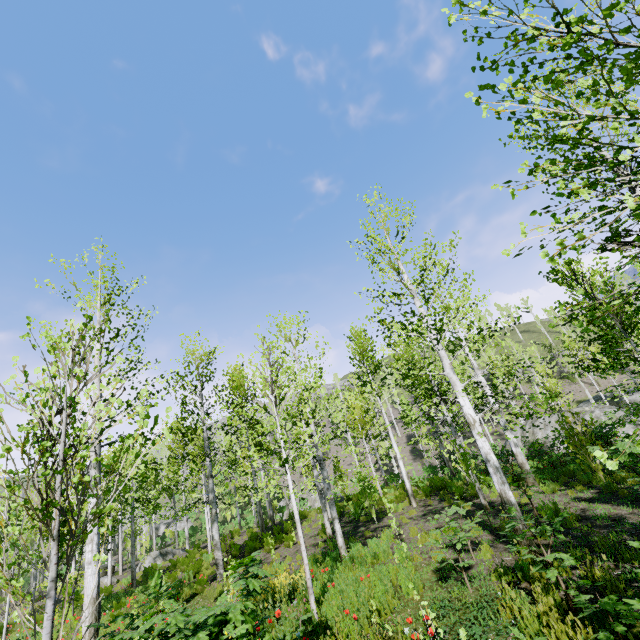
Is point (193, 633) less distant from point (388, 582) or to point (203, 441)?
point (388, 582)

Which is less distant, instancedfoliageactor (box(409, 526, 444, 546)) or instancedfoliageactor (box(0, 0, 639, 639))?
instancedfoliageactor (box(0, 0, 639, 639))

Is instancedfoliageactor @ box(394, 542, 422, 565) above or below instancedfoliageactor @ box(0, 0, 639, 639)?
below

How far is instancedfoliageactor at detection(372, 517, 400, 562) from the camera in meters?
8.4

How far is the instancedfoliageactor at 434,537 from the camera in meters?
5.9

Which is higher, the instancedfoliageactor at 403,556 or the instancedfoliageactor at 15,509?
the instancedfoliageactor at 15,509

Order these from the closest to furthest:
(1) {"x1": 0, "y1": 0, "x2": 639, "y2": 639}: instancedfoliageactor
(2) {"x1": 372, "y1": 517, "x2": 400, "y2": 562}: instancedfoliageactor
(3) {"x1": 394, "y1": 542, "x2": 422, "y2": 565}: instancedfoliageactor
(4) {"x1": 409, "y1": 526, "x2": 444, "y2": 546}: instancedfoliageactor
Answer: (1) {"x1": 0, "y1": 0, "x2": 639, "y2": 639}: instancedfoliageactor → (4) {"x1": 409, "y1": 526, "x2": 444, "y2": 546}: instancedfoliageactor → (3) {"x1": 394, "y1": 542, "x2": 422, "y2": 565}: instancedfoliageactor → (2) {"x1": 372, "y1": 517, "x2": 400, "y2": 562}: instancedfoliageactor
